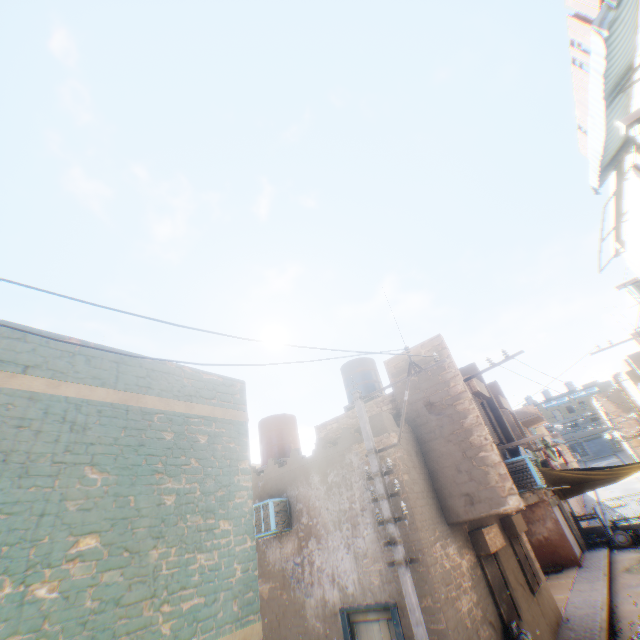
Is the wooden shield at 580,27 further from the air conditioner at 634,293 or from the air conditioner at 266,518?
the air conditioner at 266,518

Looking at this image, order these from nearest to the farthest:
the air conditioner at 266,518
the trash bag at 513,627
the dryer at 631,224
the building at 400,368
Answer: the dryer at 631,224 < the trash bag at 513,627 < the air conditioner at 266,518 < the building at 400,368

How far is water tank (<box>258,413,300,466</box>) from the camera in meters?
12.3

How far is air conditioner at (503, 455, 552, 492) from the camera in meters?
8.5

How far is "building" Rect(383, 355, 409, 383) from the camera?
10.60m

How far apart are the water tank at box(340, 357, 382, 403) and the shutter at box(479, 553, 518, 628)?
5.8 meters

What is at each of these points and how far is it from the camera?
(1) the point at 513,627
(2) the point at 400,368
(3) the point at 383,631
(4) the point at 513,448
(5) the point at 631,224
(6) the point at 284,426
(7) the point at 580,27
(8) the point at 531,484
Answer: (1) trash bag, 7.7m
(2) building, 10.7m
(3) door, 7.0m
(4) dryer, 9.8m
(5) dryer, 4.3m
(6) water tank, 12.8m
(7) wooden shield, 7.3m
(8) air conditioner, 8.5m

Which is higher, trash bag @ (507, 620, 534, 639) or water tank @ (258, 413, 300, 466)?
water tank @ (258, 413, 300, 466)
